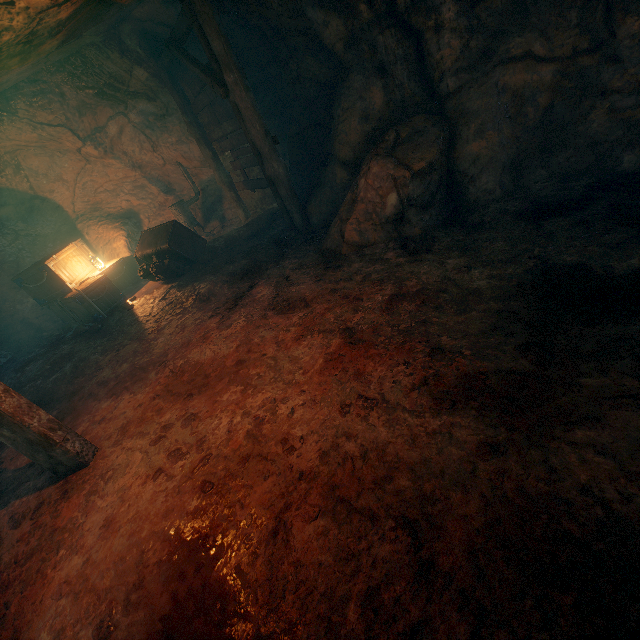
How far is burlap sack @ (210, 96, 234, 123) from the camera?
8.65m

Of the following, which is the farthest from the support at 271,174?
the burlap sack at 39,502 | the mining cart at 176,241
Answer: the mining cart at 176,241

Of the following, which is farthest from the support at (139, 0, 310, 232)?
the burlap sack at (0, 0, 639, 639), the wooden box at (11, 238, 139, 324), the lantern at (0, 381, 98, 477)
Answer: the lantern at (0, 381, 98, 477)

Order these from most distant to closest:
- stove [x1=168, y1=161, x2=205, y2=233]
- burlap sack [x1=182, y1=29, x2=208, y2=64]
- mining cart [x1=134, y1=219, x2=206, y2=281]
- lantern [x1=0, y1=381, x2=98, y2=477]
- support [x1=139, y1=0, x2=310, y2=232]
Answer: stove [x1=168, y1=161, x2=205, y2=233]
mining cart [x1=134, y1=219, x2=206, y2=281]
burlap sack [x1=182, y1=29, x2=208, y2=64]
support [x1=139, y1=0, x2=310, y2=232]
lantern [x1=0, y1=381, x2=98, y2=477]

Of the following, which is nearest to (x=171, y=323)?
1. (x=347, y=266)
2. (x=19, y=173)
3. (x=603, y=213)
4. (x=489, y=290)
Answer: (x=347, y=266)

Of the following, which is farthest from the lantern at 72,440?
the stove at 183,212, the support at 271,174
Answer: the stove at 183,212

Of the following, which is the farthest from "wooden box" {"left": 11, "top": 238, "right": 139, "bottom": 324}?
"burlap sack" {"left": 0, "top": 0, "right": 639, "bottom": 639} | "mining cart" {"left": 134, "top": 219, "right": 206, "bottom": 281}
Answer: "mining cart" {"left": 134, "top": 219, "right": 206, "bottom": 281}
